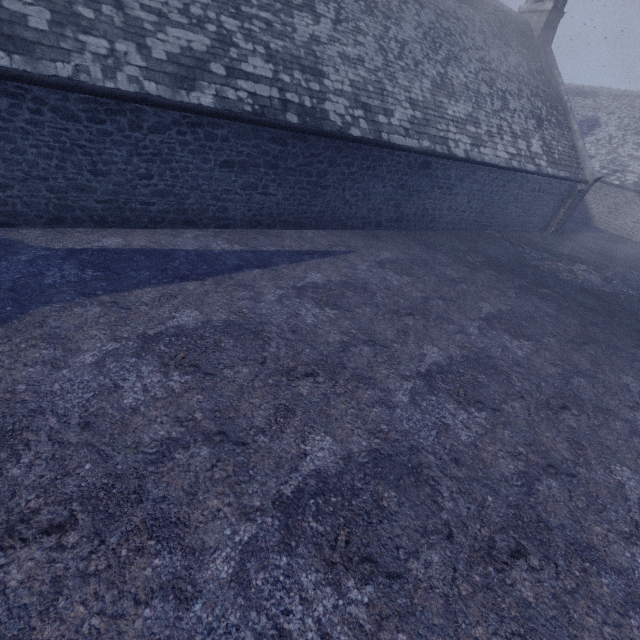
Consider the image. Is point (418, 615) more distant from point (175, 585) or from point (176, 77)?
point (176, 77)
